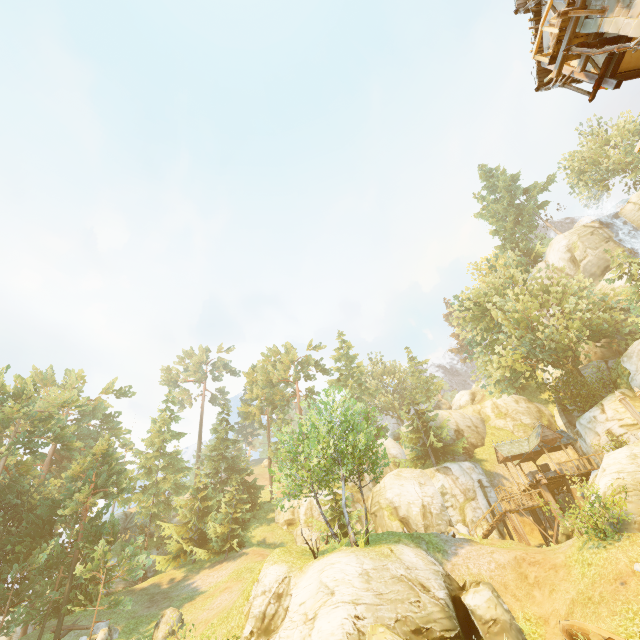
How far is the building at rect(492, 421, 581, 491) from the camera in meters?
29.0 m

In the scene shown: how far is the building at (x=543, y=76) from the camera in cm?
1249

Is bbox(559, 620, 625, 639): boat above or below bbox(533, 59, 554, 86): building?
below

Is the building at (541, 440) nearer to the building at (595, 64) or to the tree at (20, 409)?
the tree at (20, 409)

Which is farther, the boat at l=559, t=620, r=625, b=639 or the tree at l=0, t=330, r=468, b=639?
the tree at l=0, t=330, r=468, b=639

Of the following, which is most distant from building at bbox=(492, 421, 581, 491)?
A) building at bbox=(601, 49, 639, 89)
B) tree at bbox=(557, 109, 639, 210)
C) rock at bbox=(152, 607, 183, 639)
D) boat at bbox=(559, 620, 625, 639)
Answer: rock at bbox=(152, 607, 183, 639)

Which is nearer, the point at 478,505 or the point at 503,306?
the point at 503,306

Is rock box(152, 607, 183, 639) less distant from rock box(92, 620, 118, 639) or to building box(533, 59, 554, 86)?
rock box(92, 620, 118, 639)
